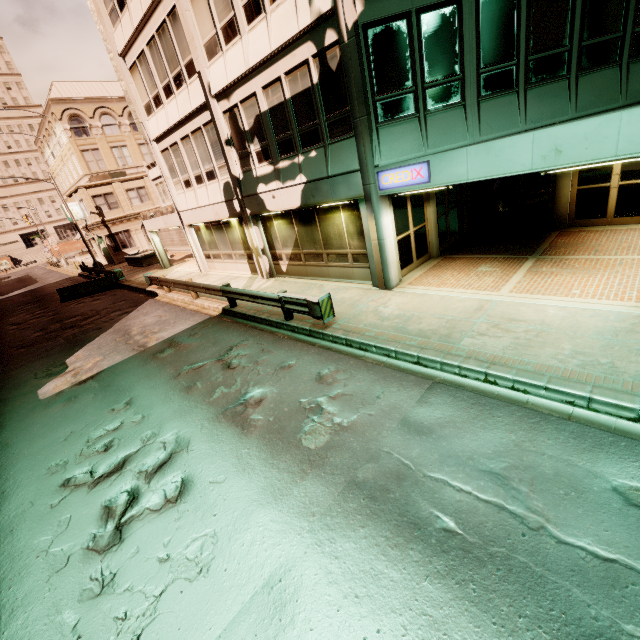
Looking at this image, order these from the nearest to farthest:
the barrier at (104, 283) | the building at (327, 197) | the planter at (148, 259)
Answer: the building at (327, 197), the barrier at (104, 283), the planter at (148, 259)

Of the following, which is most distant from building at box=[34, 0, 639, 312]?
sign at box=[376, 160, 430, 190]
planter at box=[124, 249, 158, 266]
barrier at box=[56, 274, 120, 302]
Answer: planter at box=[124, 249, 158, 266]

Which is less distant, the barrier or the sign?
the sign

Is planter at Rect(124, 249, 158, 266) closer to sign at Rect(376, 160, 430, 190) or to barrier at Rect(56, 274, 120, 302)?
barrier at Rect(56, 274, 120, 302)

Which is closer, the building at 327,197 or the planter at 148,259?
the building at 327,197

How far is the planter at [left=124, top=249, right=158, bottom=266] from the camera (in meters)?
28.55

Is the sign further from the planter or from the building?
the planter

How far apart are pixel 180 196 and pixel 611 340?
19.7 meters
